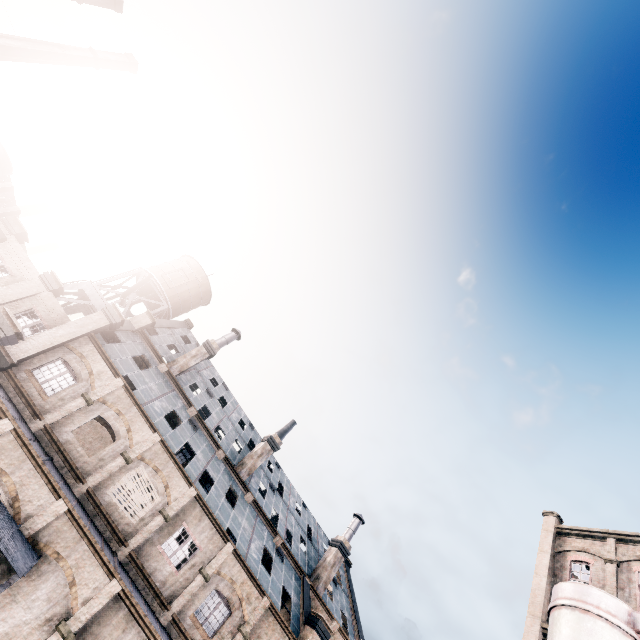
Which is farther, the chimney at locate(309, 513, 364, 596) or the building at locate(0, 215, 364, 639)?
the chimney at locate(309, 513, 364, 596)

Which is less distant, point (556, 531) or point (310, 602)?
point (310, 602)

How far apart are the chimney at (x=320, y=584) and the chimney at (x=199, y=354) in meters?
22.0

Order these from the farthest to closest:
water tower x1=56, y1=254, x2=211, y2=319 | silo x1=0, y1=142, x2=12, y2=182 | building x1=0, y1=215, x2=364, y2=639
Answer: silo x1=0, y1=142, x2=12, y2=182 → water tower x1=56, y1=254, x2=211, y2=319 → building x1=0, y1=215, x2=364, y2=639

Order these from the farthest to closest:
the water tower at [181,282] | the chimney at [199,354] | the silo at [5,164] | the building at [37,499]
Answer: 1. the silo at [5,164]
2. the water tower at [181,282]
3. the chimney at [199,354]
4. the building at [37,499]

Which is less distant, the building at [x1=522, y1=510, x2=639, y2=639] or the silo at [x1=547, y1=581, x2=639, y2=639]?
the silo at [x1=547, y1=581, x2=639, y2=639]

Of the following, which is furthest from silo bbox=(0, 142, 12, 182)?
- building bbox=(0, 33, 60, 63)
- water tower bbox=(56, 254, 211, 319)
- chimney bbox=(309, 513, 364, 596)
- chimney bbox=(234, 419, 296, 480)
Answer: chimney bbox=(309, 513, 364, 596)

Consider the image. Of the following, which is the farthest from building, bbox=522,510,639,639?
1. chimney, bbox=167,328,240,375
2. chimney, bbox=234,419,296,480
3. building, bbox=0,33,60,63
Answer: building, bbox=0,33,60,63
